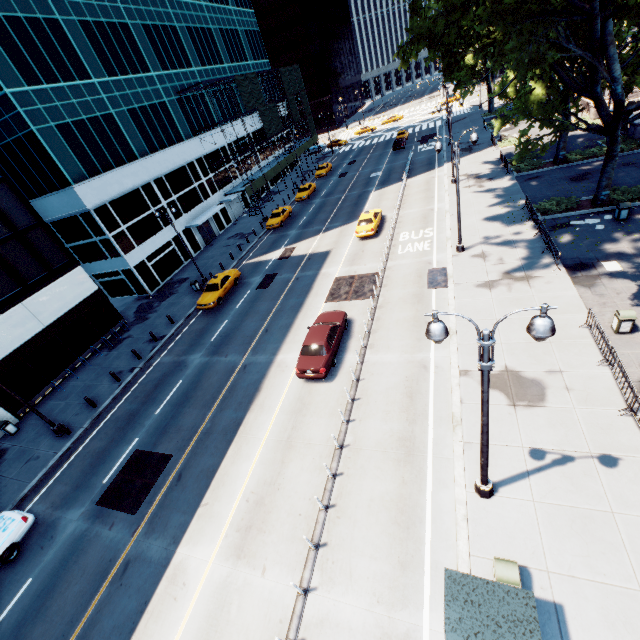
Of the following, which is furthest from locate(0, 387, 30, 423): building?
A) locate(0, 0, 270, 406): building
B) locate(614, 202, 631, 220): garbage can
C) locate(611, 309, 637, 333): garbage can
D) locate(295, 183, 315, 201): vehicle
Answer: locate(614, 202, 631, 220): garbage can

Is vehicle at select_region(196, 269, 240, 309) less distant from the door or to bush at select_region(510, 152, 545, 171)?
the door

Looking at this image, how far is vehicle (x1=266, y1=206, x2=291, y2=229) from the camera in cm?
3753

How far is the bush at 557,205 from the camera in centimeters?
2233cm

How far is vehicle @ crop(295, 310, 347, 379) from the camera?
16.1m

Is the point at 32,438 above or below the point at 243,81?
below

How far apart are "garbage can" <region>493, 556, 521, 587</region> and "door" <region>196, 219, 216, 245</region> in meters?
40.0 m

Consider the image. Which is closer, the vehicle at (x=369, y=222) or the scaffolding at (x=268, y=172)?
the vehicle at (x=369, y=222)
